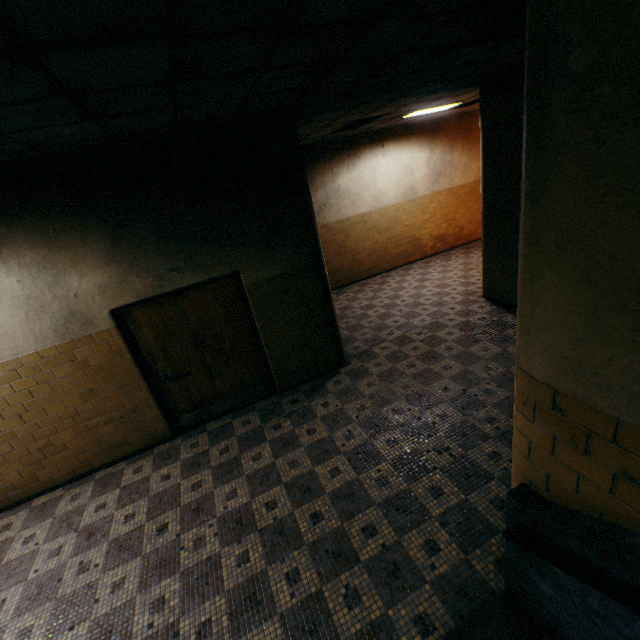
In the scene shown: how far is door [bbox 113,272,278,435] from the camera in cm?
444

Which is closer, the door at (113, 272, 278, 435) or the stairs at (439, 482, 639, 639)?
the stairs at (439, 482, 639, 639)

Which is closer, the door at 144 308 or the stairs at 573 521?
the stairs at 573 521

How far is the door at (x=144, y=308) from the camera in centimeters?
444cm

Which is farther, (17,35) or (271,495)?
(271,495)
